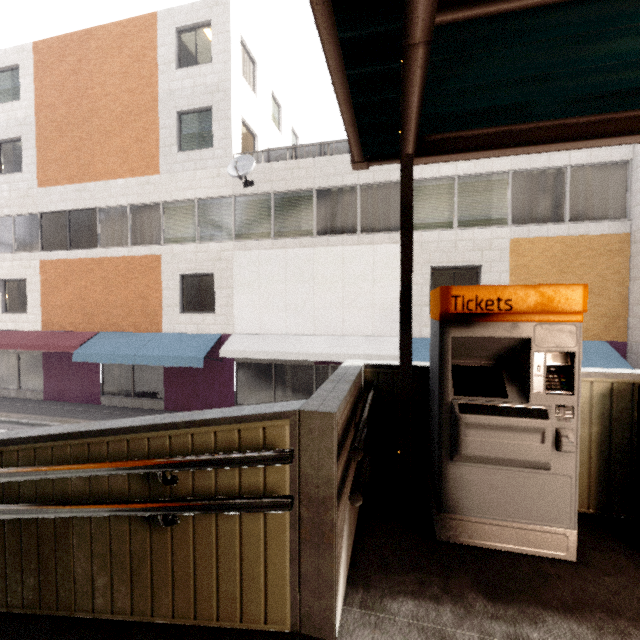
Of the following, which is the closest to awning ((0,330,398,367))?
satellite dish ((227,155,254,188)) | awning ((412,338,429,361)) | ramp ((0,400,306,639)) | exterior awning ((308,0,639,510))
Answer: awning ((412,338,429,361))

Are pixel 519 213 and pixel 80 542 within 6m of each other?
no

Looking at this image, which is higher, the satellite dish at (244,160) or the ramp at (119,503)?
the satellite dish at (244,160)

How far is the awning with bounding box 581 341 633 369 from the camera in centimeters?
813cm

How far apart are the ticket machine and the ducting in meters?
9.5

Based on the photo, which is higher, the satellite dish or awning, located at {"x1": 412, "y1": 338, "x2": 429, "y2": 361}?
the satellite dish

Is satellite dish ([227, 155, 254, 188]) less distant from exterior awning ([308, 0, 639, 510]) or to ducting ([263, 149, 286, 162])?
ducting ([263, 149, 286, 162])

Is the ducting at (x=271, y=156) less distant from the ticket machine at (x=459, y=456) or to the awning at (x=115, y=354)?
the awning at (x=115, y=354)
